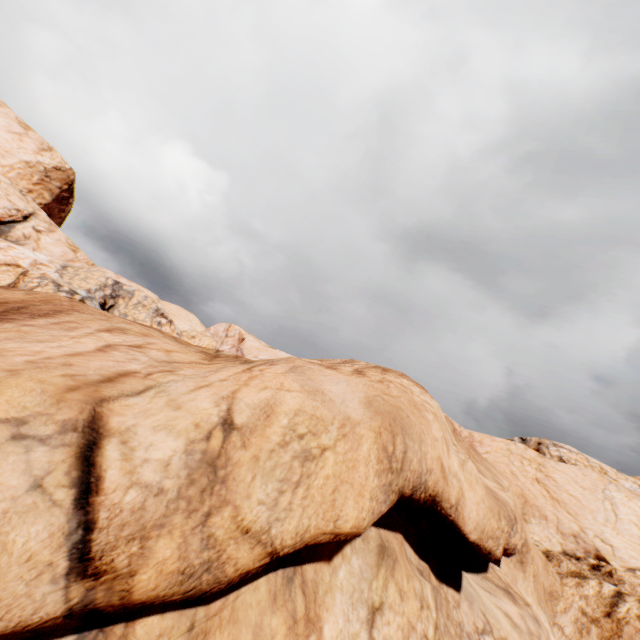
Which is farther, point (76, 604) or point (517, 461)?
point (517, 461)
